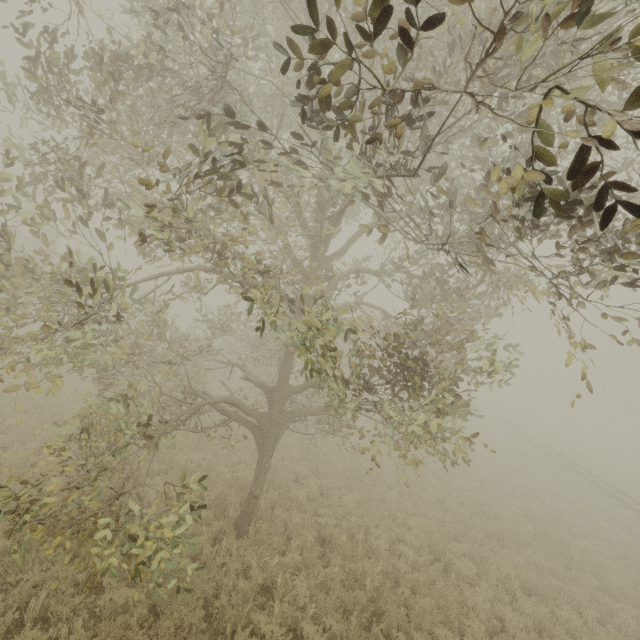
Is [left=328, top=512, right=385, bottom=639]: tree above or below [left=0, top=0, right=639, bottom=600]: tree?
below

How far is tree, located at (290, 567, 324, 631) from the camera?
6.7 meters

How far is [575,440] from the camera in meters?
37.5

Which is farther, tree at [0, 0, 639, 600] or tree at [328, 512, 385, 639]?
tree at [328, 512, 385, 639]

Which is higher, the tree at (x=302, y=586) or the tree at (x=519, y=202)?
the tree at (x=519, y=202)

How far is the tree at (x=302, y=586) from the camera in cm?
670
